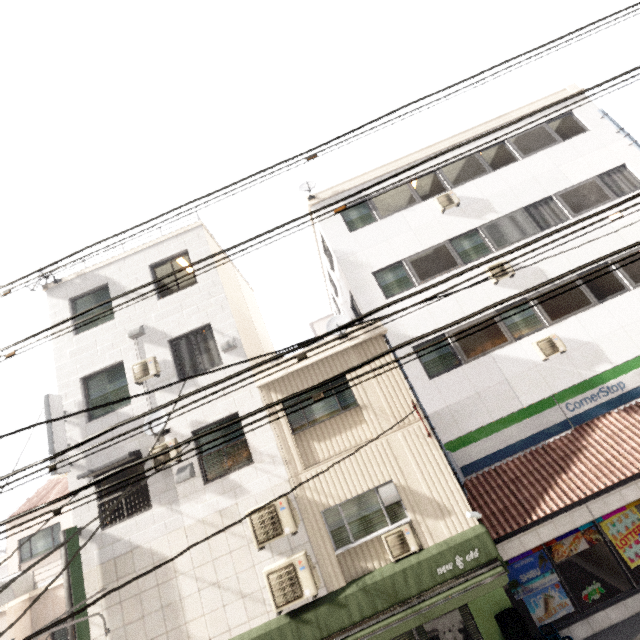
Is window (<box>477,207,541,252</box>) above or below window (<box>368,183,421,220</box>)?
below

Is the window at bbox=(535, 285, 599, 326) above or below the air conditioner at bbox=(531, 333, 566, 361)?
above

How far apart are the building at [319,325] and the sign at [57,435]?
18.9 meters

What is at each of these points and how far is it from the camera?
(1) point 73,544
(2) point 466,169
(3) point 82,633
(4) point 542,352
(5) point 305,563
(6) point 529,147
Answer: (1) sign, 8.34m
(2) window, 12.40m
(3) sign, 7.67m
(4) air conditioner, 9.71m
(5) air conditioner, 7.67m
(6) window, 12.40m

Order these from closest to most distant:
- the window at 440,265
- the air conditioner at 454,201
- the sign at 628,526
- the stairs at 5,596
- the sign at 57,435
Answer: the sign at 628,526, the sign at 57,435, the stairs at 5,596, the window at 440,265, the air conditioner at 454,201

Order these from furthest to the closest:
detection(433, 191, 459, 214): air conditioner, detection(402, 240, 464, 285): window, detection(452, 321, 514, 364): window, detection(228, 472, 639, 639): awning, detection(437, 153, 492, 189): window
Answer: detection(437, 153, 492, 189): window < detection(433, 191, 459, 214): air conditioner < detection(402, 240, 464, 285): window < detection(452, 321, 514, 364): window < detection(228, 472, 639, 639): awning

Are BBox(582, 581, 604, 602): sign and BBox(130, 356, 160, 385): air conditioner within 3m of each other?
no

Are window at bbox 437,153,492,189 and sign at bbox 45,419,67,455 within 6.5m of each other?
no
